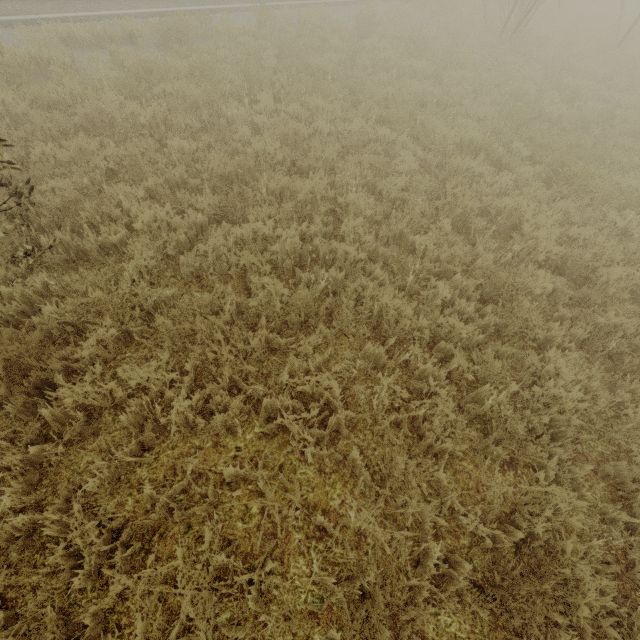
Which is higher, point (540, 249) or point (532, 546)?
point (540, 249)
